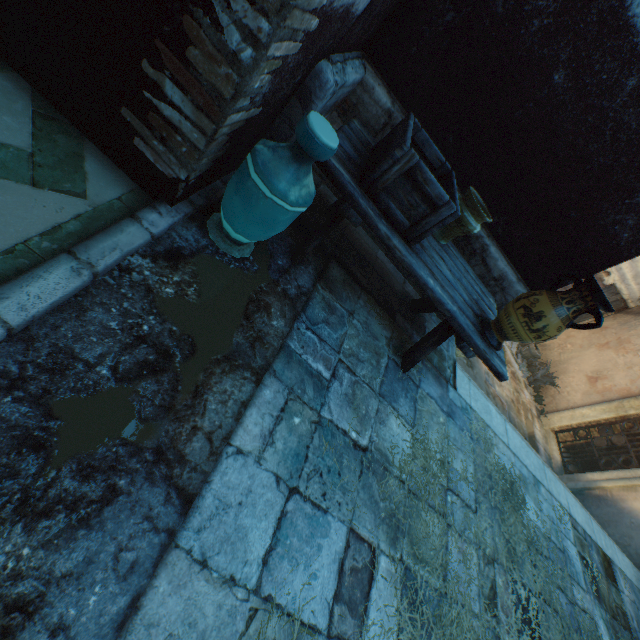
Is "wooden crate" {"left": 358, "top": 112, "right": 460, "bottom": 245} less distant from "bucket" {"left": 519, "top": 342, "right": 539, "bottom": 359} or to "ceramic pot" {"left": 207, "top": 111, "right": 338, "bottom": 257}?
"ceramic pot" {"left": 207, "top": 111, "right": 338, "bottom": 257}

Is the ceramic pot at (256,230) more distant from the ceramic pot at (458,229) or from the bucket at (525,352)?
the bucket at (525,352)

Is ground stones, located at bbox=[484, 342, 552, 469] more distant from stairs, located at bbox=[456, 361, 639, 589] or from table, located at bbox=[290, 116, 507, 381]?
table, located at bbox=[290, 116, 507, 381]

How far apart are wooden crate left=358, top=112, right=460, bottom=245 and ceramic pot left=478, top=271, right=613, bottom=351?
0.86m

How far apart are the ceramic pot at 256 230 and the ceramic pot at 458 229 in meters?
1.3 m

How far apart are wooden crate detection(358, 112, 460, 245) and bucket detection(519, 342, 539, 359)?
8.6 meters

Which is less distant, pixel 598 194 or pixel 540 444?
pixel 598 194

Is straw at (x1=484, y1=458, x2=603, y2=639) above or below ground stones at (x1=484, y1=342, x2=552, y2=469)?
above
